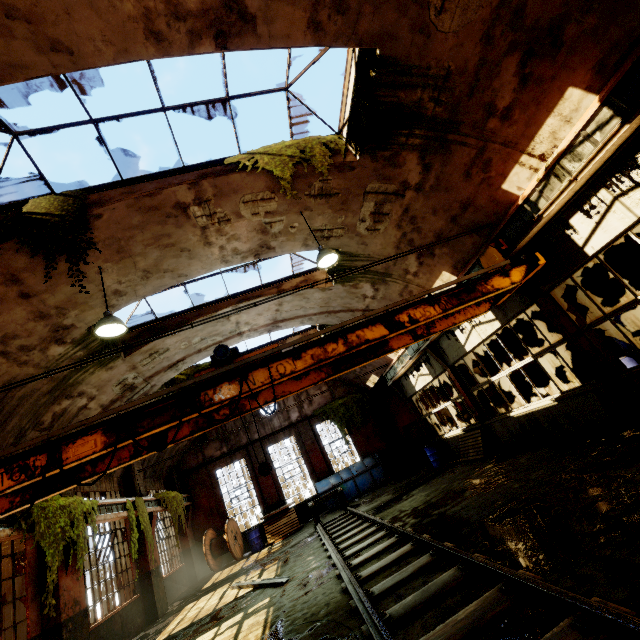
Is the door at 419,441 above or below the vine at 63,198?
below

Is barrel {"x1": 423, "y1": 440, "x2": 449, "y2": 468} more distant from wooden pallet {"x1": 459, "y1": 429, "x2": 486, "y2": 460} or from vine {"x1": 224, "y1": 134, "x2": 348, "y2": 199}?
vine {"x1": 224, "y1": 134, "x2": 348, "y2": 199}

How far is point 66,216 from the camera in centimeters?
561cm

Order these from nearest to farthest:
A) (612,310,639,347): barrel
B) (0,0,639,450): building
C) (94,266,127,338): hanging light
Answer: (0,0,639,450): building
(94,266,127,338): hanging light
(612,310,639,347): barrel

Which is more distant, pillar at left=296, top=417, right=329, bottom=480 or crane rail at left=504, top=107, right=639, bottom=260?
pillar at left=296, top=417, right=329, bottom=480

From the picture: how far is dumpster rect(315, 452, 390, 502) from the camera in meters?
16.8 m

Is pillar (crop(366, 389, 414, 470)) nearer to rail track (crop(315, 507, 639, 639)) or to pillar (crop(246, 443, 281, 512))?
rail track (crop(315, 507, 639, 639))

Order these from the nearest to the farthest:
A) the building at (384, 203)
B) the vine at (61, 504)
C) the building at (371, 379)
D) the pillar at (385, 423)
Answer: the building at (384, 203) < the vine at (61, 504) < the building at (371, 379) < the pillar at (385, 423)
